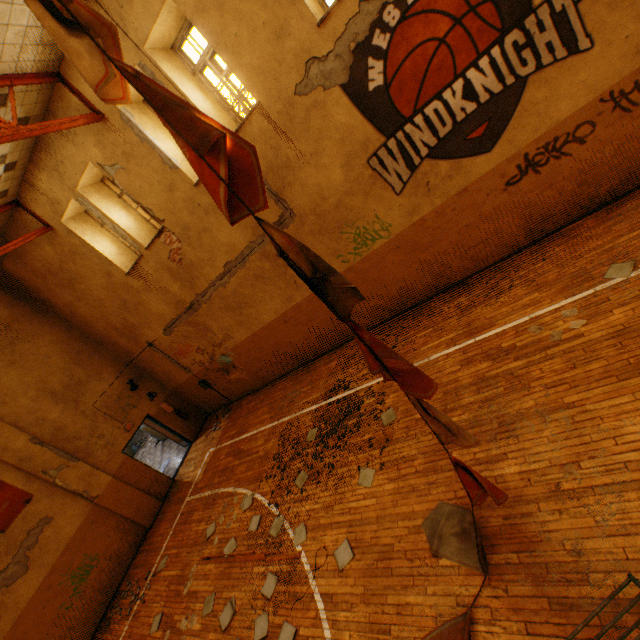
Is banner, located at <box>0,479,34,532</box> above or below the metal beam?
below

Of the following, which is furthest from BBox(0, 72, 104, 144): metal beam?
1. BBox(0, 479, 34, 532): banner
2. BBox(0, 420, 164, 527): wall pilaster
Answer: BBox(0, 479, 34, 532): banner

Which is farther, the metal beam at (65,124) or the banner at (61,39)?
the metal beam at (65,124)

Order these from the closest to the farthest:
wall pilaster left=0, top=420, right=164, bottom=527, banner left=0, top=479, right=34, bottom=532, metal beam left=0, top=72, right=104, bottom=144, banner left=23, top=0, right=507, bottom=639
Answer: banner left=23, top=0, right=507, bottom=639 < metal beam left=0, top=72, right=104, bottom=144 < banner left=0, top=479, right=34, bottom=532 < wall pilaster left=0, top=420, right=164, bottom=527

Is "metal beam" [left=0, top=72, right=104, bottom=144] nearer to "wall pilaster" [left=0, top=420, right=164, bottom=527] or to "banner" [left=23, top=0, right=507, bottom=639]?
"banner" [left=23, top=0, right=507, bottom=639]

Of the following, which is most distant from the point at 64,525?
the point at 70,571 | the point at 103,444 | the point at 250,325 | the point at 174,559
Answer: the point at 250,325

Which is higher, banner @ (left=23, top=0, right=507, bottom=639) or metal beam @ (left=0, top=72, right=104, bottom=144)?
metal beam @ (left=0, top=72, right=104, bottom=144)

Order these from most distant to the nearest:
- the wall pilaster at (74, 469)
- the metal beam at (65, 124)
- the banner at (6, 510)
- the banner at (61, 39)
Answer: the wall pilaster at (74, 469) < the banner at (6, 510) < the metal beam at (65, 124) < the banner at (61, 39)
